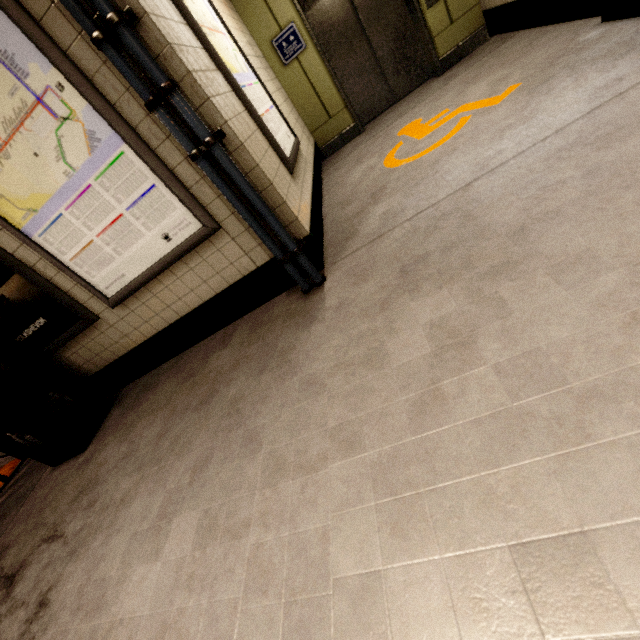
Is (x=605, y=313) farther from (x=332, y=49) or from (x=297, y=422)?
(x=332, y=49)

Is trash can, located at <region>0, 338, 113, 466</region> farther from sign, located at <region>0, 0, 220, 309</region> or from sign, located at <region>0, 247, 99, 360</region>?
sign, located at <region>0, 0, 220, 309</region>

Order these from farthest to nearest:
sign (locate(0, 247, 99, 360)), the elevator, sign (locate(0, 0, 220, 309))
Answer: the elevator < sign (locate(0, 247, 99, 360)) < sign (locate(0, 0, 220, 309))

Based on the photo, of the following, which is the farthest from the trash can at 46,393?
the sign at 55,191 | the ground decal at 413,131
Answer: the ground decal at 413,131

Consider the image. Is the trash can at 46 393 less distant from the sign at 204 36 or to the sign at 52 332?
the sign at 52 332

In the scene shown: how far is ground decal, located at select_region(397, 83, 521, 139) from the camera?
2.95m

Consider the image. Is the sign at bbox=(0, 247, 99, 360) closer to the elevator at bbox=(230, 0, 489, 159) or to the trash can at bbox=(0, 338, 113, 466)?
the trash can at bbox=(0, 338, 113, 466)
